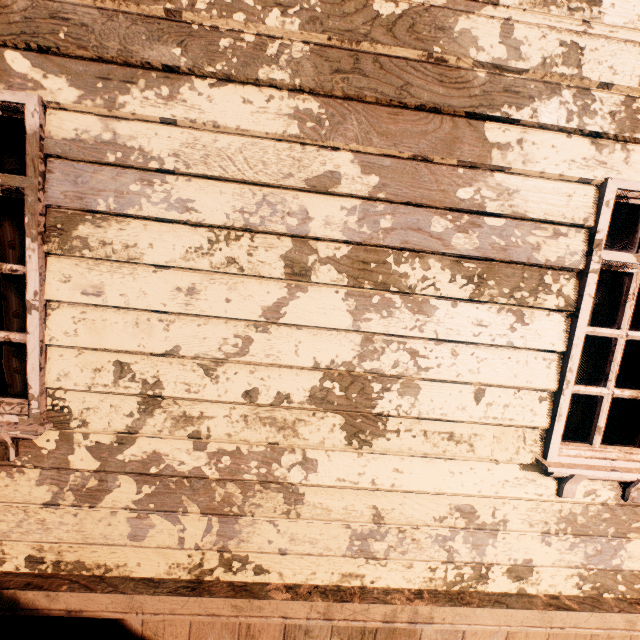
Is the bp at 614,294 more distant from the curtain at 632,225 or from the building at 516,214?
the curtain at 632,225

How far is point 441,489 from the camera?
1.8 meters

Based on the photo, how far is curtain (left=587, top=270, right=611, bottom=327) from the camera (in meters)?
1.81

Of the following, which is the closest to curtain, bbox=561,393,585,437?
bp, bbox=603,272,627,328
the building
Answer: the building

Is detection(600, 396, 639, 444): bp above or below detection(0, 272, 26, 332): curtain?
below

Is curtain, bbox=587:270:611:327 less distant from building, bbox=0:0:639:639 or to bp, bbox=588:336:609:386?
building, bbox=0:0:639:639

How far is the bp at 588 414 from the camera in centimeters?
306cm
